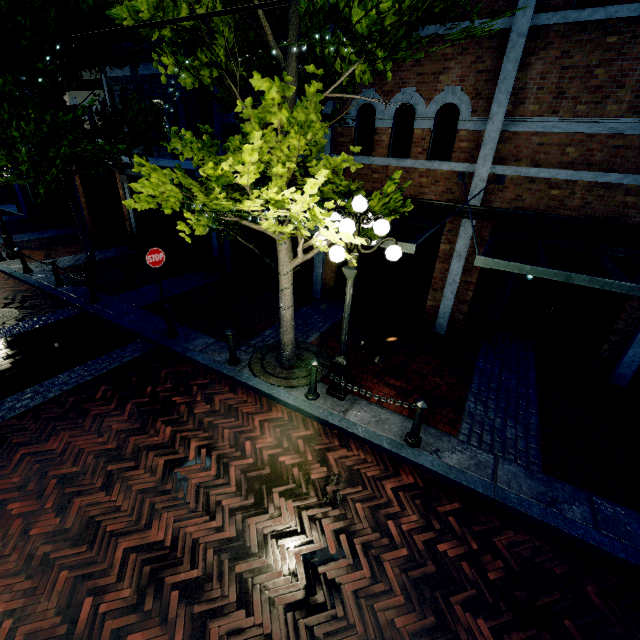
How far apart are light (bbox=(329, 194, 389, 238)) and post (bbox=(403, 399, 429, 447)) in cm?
124

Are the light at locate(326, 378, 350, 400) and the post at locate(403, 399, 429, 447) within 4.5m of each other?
yes

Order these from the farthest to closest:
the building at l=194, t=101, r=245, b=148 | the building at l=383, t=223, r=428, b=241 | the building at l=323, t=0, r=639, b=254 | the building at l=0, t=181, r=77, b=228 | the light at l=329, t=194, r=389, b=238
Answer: the building at l=0, t=181, r=77, b=228 < the building at l=194, t=101, r=245, b=148 < the building at l=383, t=223, r=428, b=241 < the building at l=323, t=0, r=639, b=254 < the light at l=329, t=194, r=389, b=238

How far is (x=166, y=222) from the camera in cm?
1302

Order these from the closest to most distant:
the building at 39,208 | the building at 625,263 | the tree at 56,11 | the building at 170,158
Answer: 1. the tree at 56,11
2. the building at 625,263
3. the building at 170,158
4. the building at 39,208

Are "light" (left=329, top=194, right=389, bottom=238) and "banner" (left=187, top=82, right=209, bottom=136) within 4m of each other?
no

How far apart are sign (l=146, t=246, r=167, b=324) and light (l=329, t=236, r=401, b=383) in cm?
434

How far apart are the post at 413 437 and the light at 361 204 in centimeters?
124cm
